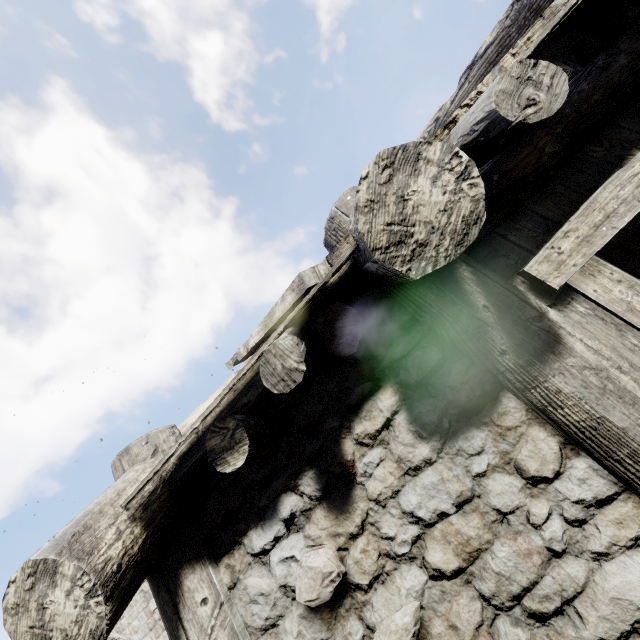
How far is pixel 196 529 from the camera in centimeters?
219cm
